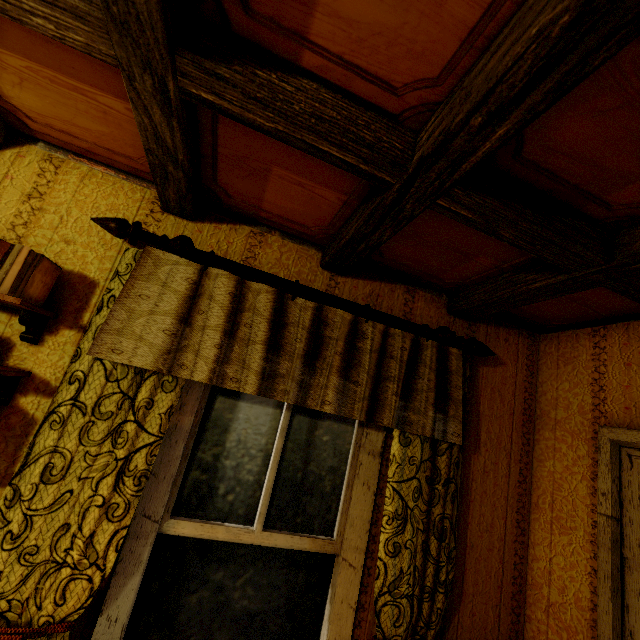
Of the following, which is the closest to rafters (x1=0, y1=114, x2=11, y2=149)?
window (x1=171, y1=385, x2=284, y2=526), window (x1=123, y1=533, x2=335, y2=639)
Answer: window (x1=171, y1=385, x2=284, y2=526)

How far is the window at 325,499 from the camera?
1.6m

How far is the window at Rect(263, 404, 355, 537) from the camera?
1.6 meters

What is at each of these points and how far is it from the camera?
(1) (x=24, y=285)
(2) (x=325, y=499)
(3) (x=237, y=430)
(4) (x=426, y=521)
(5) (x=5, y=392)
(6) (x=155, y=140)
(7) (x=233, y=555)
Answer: (1) book, 1.2m
(2) window, 1.6m
(3) window, 1.6m
(4) curtain, 1.6m
(5) shelf, 1.2m
(6) rafters, 1.1m
(7) window, 1.5m

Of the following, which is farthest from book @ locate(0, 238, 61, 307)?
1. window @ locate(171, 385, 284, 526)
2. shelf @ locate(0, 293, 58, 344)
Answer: window @ locate(171, 385, 284, 526)
